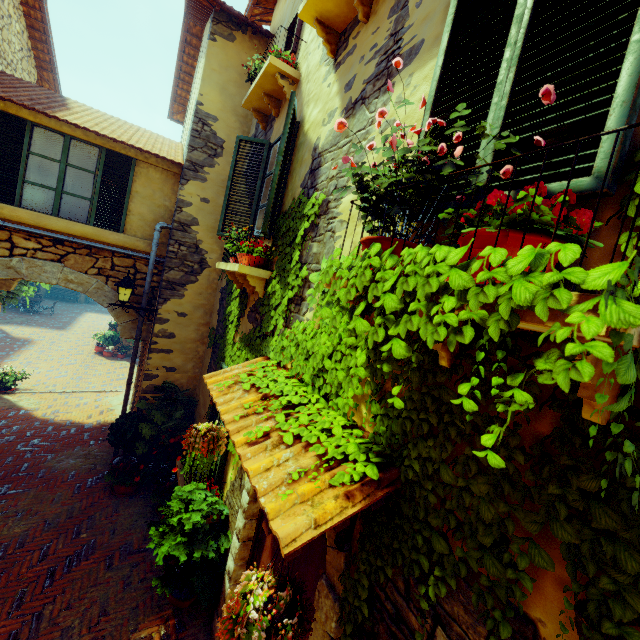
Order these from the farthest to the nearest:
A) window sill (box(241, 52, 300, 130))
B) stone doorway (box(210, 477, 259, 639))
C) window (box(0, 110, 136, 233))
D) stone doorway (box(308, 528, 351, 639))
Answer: window (box(0, 110, 136, 233)) < window sill (box(241, 52, 300, 130)) < stone doorway (box(210, 477, 259, 639)) < stone doorway (box(308, 528, 351, 639))

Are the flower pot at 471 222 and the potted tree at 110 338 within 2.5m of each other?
no

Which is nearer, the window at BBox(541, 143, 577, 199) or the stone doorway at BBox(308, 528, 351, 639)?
the window at BBox(541, 143, 577, 199)

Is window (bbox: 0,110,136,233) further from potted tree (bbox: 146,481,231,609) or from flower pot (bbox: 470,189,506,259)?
potted tree (bbox: 146,481,231,609)

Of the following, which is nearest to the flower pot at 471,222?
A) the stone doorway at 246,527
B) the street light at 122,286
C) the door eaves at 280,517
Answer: the door eaves at 280,517

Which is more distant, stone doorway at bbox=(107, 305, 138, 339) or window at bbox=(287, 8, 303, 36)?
stone doorway at bbox=(107, 305, 138, 339)

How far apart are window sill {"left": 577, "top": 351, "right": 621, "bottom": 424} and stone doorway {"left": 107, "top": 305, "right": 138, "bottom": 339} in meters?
6.2

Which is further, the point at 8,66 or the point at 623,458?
the point at 8,66
